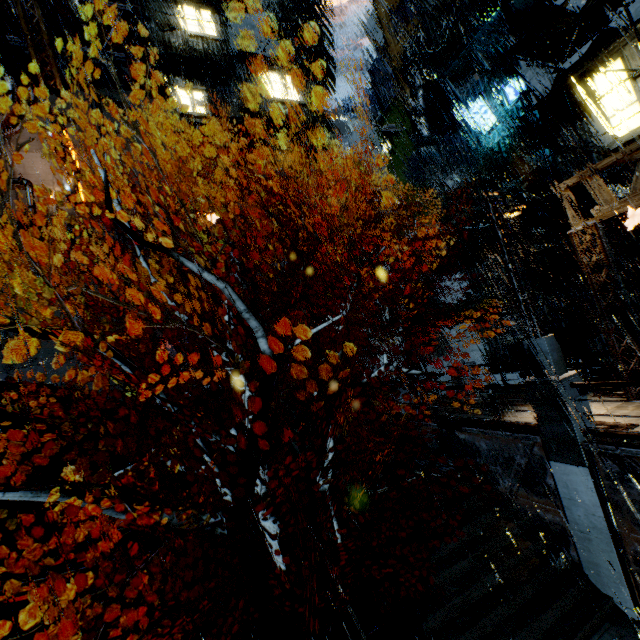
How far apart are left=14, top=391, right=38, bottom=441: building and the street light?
21.11m

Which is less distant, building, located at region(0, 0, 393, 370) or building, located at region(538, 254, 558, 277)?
building, located at region(538, 254, 558, 277)

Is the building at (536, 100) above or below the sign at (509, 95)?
below

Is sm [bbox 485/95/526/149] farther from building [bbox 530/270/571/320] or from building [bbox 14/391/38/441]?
building [bbox 14/391/38/441]

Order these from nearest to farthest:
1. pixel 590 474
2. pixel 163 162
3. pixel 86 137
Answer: pixel 590 474, pixel 86 137, pixel 163 162

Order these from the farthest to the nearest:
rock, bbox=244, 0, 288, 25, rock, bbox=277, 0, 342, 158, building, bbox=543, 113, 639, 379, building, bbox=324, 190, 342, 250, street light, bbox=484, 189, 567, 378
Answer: rock, bbox=277, 0, 342, 158 → rock, bbox=244, 0, 288, 25 → building, bbox=324, 190, 342, 250 → building, bbox=543, 113, 639, 379 → street light, bbox=484, 189, 567, 378

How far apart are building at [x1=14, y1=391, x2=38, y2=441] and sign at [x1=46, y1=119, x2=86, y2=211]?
15.4m

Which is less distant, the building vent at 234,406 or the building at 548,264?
the building vent at 234,406
